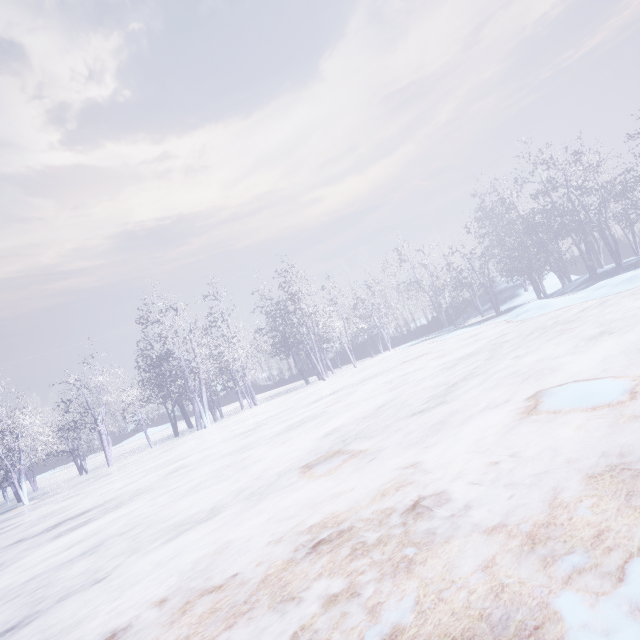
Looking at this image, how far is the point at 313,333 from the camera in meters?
21.4 m
